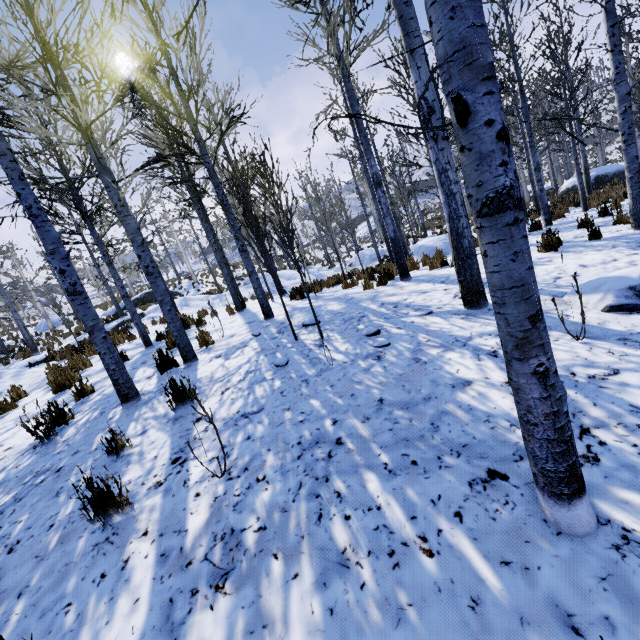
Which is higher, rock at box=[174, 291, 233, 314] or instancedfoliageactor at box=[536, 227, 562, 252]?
rock at box=[174, 291, 233, 314]

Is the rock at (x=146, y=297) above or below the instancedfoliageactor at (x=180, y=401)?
above

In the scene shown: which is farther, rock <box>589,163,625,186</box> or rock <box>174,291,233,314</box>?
rock <box>589,163,625,186</box>

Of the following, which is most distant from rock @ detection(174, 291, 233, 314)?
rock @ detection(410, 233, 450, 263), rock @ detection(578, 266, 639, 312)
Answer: rock @ detection(578, 266, 639, 312)

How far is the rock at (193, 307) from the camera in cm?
1572

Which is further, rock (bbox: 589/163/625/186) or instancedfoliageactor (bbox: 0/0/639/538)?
rock (bbox: 589/163/625/186)

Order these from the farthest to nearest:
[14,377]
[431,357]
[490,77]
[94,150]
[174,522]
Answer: [14,377]
[94,150]
[431,357]
[174,522]
[490,77]

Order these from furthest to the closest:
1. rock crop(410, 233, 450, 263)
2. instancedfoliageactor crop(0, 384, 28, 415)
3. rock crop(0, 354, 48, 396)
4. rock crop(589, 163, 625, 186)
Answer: rock crop(589, 163, 625, 186), rock crop(410, 233, 450, 263), rock crop(0, 354, 48, 396), instancedfoliageactor crop(0, 384, 28, 415)
